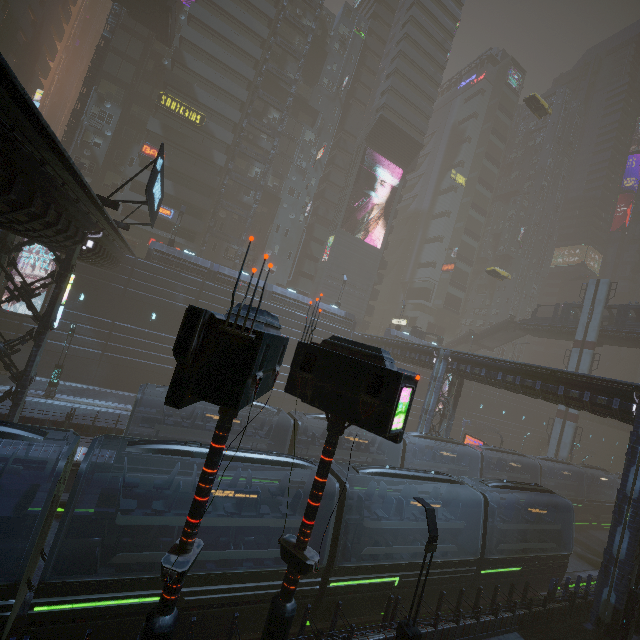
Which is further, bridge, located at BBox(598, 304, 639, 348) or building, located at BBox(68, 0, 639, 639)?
bridge, located at BBox(598, 304, 639, 348)

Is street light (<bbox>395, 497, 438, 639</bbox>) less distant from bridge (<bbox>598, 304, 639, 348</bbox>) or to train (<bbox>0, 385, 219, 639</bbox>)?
train (<bbox>0, 385, 219, 639</bbox>)

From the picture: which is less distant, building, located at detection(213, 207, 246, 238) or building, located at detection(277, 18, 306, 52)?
building, located at detection(213, 207, 246, 238)

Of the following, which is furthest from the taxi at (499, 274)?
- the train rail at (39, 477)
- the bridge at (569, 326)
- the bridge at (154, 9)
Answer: the train rail at (39, 477)

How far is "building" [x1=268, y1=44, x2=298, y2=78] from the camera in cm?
4532

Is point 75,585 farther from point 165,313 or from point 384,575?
point 165,313

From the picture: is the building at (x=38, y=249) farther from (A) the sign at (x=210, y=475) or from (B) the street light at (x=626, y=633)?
(A) the sign at (x=210, y=475)
